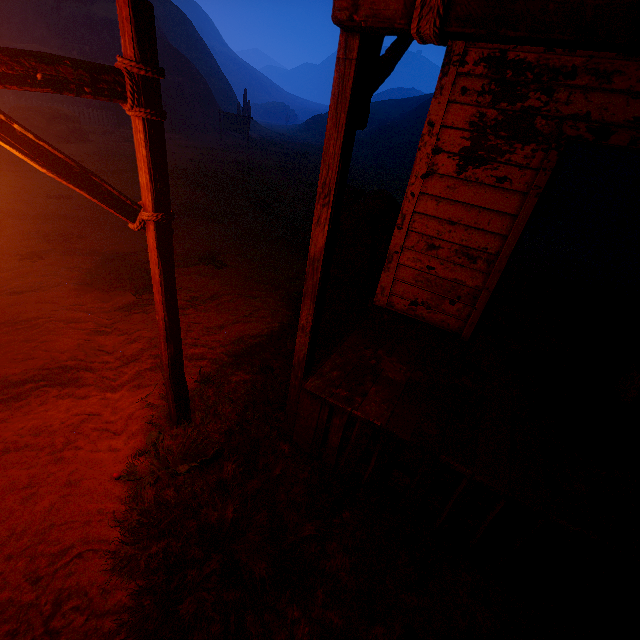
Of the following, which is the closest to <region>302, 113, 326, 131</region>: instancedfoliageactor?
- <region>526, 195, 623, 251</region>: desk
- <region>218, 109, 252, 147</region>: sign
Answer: <region>218, 109, 252, 147</region>: sign

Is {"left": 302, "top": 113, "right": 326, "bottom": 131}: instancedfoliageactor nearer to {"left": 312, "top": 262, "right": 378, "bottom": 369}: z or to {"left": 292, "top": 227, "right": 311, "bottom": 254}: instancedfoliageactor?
{"left": 312, "top": 262, "right": 378, "bottom": 369}: z

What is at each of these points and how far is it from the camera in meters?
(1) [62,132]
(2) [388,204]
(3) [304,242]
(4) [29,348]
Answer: (1) instancedfoliageactor, 15.0
(2) instancedfoliageactor, 7.7
(3) instancedfoliageactor, 8.6
(4) z, 4.1

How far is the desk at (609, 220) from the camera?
8.6m

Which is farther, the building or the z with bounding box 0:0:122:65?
the z with bounding box 0:0:122:65

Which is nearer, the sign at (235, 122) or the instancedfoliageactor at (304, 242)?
the instancedfoliageactor at (304, 242)

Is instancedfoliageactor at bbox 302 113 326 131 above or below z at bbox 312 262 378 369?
above

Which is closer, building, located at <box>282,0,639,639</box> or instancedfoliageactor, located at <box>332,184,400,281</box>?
building, located at <box>282,0,639,639</box>
